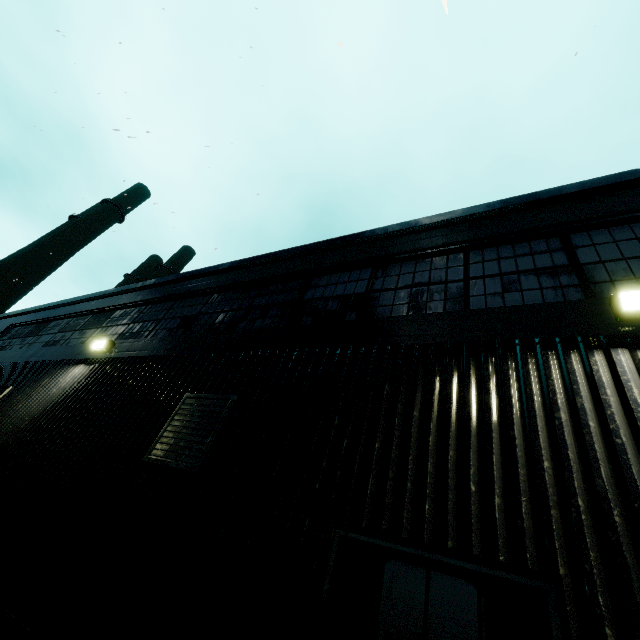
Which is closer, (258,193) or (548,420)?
(548,420)

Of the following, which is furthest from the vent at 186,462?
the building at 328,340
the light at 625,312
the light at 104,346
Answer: the light at 625,312

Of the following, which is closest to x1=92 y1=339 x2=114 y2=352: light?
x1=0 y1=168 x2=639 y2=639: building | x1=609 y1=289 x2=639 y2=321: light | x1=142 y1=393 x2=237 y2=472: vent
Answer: x1=0 y1=168 x2=639 y2=639: building

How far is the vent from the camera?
3.8 meters

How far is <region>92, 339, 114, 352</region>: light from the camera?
7.0 meters

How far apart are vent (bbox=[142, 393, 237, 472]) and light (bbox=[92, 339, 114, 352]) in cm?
354

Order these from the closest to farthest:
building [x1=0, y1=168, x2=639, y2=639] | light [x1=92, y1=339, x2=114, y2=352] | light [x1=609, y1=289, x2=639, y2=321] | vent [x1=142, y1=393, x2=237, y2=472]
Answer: building [x1=0, y1=168, x2=639, y2=639] → light [x1=609, y1=289, x2=639, y2=321] → vent [x1=142, y1=393, x2=237, y2=472] → light [x1=92, y1=339, x2=114, y2=352]

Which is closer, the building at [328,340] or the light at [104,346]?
the building at [328,340]
